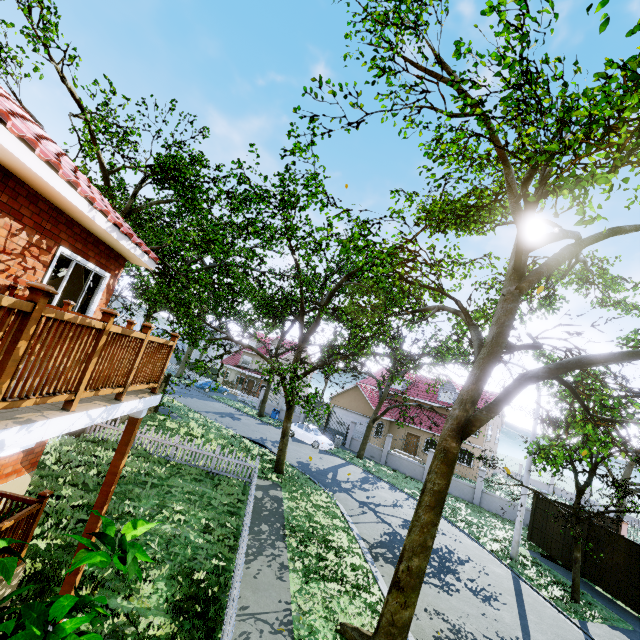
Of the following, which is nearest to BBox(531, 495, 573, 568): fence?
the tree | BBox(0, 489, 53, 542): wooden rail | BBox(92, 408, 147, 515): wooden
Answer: the tree

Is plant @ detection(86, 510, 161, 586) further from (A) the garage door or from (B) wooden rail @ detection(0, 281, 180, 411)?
(A) the garage door

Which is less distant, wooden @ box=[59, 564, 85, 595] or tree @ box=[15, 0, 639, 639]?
wooden @ box=[59, 564, 85, 595]

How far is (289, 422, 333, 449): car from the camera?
25.3 meters

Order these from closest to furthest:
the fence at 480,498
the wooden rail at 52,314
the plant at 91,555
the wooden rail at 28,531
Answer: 1. the wooden rail at 52,314
2. the plant at 91,555
3. the wooden rail at 28,531
4. the fence at 480,498

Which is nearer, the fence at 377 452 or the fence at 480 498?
the fence at 480 498

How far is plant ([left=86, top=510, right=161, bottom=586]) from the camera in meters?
4.1 m

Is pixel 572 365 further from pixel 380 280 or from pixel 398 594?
pixel 398 594
